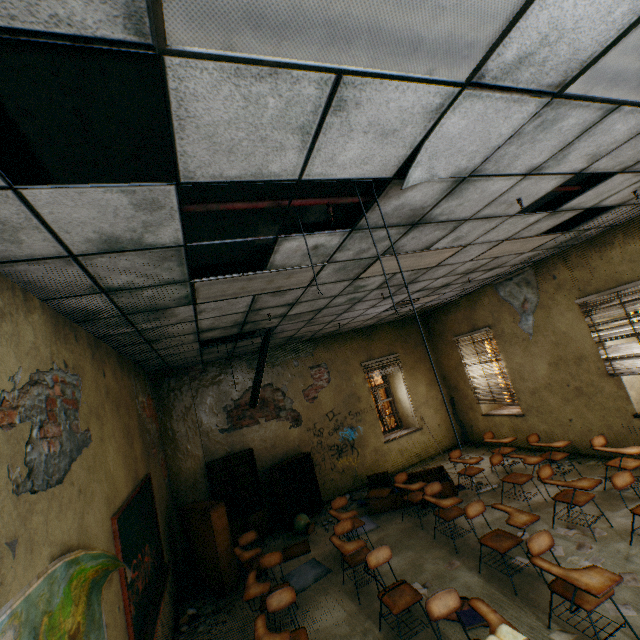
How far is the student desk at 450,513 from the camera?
3.8 meters

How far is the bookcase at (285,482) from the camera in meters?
7.0 m

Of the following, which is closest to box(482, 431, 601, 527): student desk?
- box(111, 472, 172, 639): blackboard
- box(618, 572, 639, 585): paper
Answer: box(618, 572, 639, 585): paper

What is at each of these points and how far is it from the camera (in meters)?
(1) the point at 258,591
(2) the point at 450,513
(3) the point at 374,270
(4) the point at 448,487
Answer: (1) student desk, 3.77
(2) student desk, 4.88
(3) lamp, 4.06
(4) bookcase, 6.35

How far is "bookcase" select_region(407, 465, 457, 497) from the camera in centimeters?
633cm

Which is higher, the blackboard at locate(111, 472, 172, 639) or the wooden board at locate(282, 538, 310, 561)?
the blackboard at locate(111, 472, 172, 639)

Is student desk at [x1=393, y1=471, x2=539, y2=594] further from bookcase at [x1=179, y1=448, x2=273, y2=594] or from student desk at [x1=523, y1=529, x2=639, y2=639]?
bookcase at [x1=179, y1=448, x2=273, y2=594]

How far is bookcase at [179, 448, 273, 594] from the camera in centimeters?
531cm
